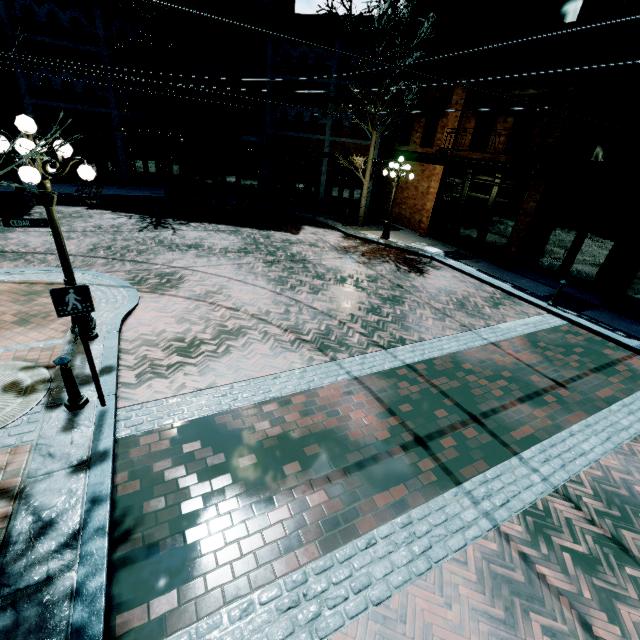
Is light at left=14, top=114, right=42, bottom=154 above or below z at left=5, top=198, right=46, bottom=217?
above

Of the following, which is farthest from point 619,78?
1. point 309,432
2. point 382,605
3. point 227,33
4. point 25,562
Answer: point 227,33

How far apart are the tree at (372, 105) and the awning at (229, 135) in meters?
7.0 m

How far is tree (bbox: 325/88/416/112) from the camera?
13.9m

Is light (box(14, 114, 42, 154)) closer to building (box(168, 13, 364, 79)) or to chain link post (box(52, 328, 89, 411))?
chain link post (box(52, 328, 89, 411))

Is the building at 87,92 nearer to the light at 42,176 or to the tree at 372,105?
the tree at 372,105

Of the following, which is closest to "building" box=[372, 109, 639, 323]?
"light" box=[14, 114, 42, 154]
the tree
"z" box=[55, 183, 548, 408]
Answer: "z" box=[55, 183, 548, 408]
